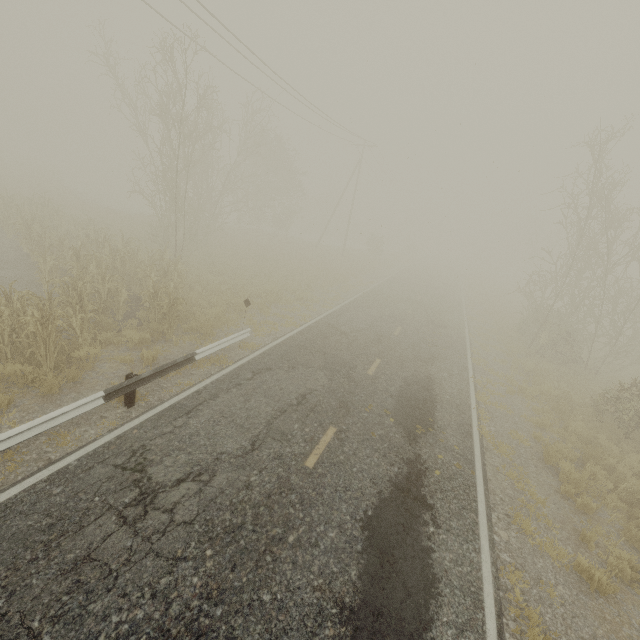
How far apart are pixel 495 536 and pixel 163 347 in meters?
9.9
